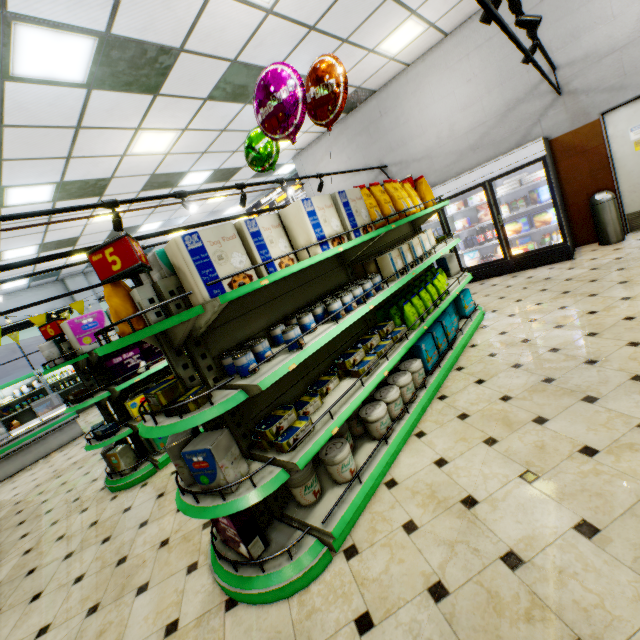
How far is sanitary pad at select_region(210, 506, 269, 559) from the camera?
2.2m

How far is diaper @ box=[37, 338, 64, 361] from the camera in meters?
4.5

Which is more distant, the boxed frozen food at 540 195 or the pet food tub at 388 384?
the boxed frozen food at 540 195

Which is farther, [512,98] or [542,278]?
[512,98]

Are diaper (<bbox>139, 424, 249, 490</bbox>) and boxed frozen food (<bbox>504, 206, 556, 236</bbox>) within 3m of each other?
no

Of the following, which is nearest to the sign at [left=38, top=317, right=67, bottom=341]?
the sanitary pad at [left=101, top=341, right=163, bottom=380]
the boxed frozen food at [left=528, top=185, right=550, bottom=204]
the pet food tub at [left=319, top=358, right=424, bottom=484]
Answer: the sanitary pad at [left=101, top=341, right=163, bottom=380]

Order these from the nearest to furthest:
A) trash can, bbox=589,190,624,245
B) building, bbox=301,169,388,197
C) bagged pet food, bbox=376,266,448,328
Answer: bagged pet food, bbox=376,266,448,328 → trash can, bbox=589,190,624,245 → building, bbox=301,169,388,197

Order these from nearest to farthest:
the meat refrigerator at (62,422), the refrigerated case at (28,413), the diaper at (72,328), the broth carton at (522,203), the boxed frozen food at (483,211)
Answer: the diaper at (72,328) < the broth carton at (522,203) < the boxed frozen food at (483,211) < the meat refrigerator at (62,422) < the refrigerated case at (28,413)
